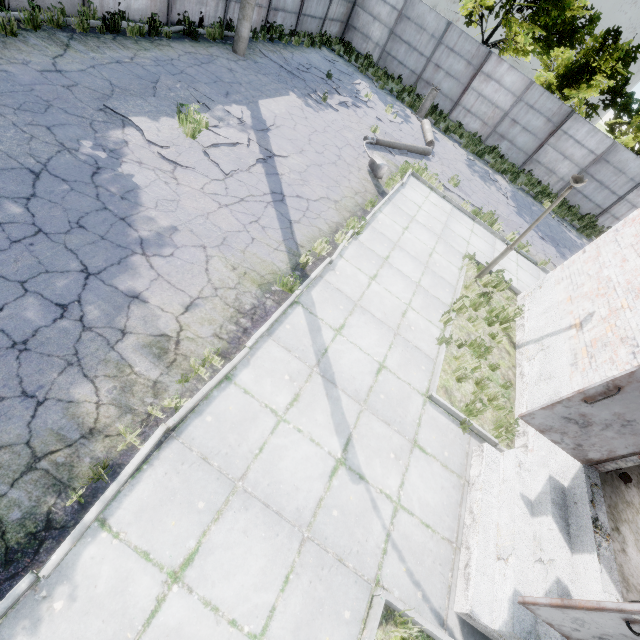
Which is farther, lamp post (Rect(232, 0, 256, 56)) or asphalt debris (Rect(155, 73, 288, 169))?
lamp post (Rect(232, 0, 256, 56))

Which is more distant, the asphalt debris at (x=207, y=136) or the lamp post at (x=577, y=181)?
the asphalt debris at (x=207, y=136)

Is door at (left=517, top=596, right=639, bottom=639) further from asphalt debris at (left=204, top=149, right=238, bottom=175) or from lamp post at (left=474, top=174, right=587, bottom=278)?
asphalt debris at (left=204, top=149, right=238, bottom=175)

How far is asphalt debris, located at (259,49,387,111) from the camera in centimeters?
1338cm

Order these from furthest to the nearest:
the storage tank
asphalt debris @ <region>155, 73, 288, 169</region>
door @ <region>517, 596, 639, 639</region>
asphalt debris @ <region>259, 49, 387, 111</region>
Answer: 1. the storage tank
2. asphalt debris @ <region>259, 49, 387, 111</region>
3. asphalt debris @ <region>155, 73, 288, 169</region>
4. door @ <region>517, 596, 639, 639</region>

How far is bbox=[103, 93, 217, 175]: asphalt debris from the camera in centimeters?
680cm

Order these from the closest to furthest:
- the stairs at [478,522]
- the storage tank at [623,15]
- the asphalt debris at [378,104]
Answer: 1. the stairs at [478,522]
2. the asphalt debris at [378,104]
3. the storage tank at [623,15]

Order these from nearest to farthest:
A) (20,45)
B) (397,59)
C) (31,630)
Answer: (31,630) → (20,45) → (397,59)
